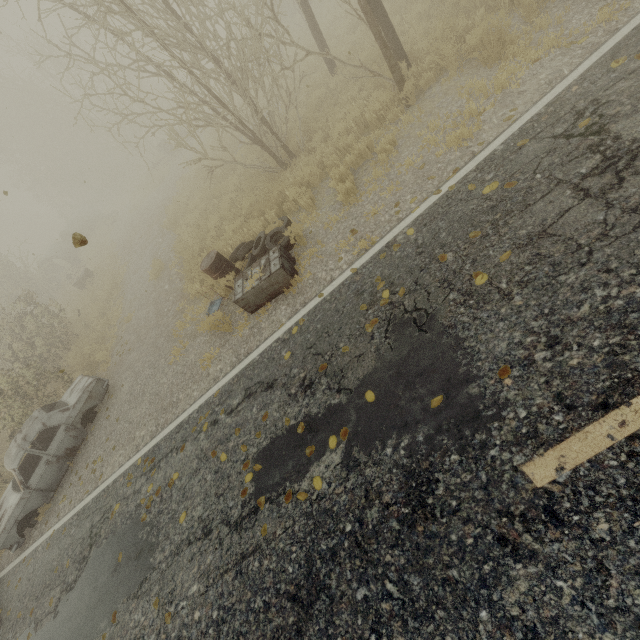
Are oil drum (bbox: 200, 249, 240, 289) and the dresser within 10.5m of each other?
yes

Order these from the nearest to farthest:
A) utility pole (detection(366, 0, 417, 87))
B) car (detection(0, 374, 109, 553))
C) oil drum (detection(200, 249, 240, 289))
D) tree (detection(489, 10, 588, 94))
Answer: tree (detection(489, 10, 588, 94)) < utility pole (detection(366, 0, 417, 87)) < oil drum (detection(200, 249, 240, 289)) < car (detection(0, 374, 109, 553))

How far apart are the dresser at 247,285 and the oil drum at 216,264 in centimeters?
54cm

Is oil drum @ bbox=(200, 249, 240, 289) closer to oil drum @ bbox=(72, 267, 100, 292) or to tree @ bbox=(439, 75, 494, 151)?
tree @ bbox=(439, 75, 494, 151)

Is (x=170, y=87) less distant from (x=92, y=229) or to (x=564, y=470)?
(x=92, y=229)

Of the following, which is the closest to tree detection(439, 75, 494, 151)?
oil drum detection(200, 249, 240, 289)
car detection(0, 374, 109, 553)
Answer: oil drum detection(200, 249, 240, 289)

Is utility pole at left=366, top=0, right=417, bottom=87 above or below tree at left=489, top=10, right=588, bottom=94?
above

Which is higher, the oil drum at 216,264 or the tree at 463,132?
the oil drum at 216,264
